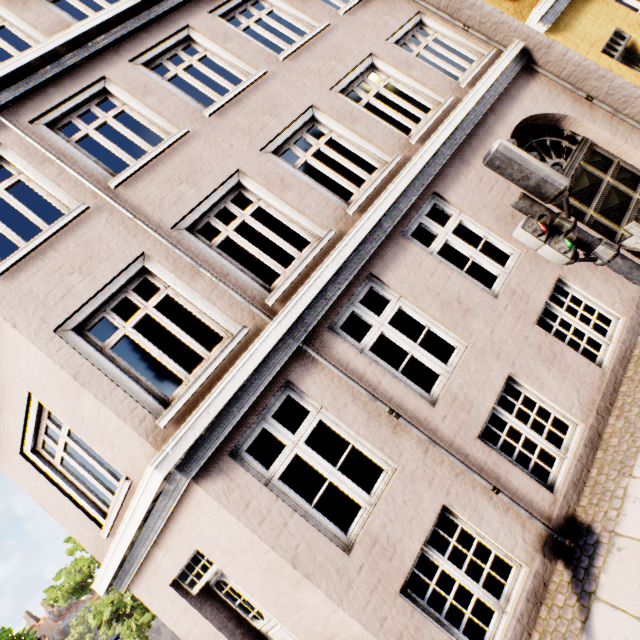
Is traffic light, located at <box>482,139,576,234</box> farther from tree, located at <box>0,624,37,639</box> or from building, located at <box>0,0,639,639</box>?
tree, located at <box>0,624,37,639</box>

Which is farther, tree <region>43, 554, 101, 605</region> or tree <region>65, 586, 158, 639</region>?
tree <region>43, 554, 101, 605</region>

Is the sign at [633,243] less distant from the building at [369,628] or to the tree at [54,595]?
the building at [369,628]

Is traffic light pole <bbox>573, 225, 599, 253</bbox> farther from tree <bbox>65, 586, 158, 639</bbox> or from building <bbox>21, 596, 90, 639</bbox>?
building <bbox>21, 596, 90, 639</bbox>

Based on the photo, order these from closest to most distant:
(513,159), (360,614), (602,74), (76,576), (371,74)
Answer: (513,159), (360,614), (602,74), (371,74), (76,576)

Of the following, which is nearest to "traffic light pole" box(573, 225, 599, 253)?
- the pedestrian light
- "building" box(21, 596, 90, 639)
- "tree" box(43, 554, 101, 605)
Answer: the pedestrian light

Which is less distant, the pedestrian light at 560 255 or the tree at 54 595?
the pedestrian light at 560 255

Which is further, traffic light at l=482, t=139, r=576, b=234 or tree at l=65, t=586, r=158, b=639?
tree at l=65, t=586, r=158, b=639
